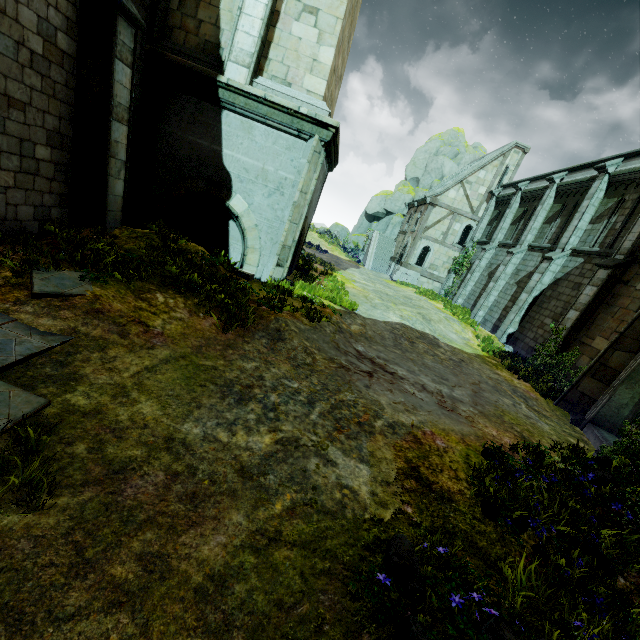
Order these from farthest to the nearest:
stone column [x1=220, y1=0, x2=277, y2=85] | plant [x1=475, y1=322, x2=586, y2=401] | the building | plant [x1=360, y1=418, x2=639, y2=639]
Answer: the building < plant [x1=475, y1=322, x2=586, y2=401] < stone column [x1=220, y1=0, x2=277, y2=85] < plant [x1=360, y1=418, x2=639, y2=639]

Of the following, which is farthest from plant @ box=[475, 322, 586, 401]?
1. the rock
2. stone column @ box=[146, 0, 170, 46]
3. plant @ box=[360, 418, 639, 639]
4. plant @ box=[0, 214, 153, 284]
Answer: the rock

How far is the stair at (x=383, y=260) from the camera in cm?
3266

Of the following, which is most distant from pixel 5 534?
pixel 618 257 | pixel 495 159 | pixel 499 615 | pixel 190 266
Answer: pixel 495 159

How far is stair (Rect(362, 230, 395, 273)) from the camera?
32.66m

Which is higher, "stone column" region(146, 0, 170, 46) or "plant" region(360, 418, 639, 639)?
"stone column" region(146, 0, 170, 46)

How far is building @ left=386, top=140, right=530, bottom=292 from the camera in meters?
25.7

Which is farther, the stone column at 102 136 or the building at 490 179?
the building at 490 179
